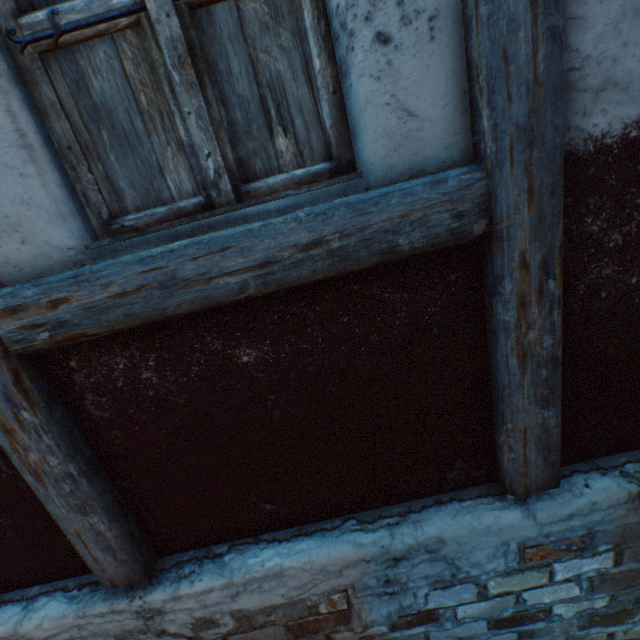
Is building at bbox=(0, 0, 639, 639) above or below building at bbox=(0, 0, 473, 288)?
below

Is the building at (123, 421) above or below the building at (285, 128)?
below

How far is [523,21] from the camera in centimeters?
89cm
